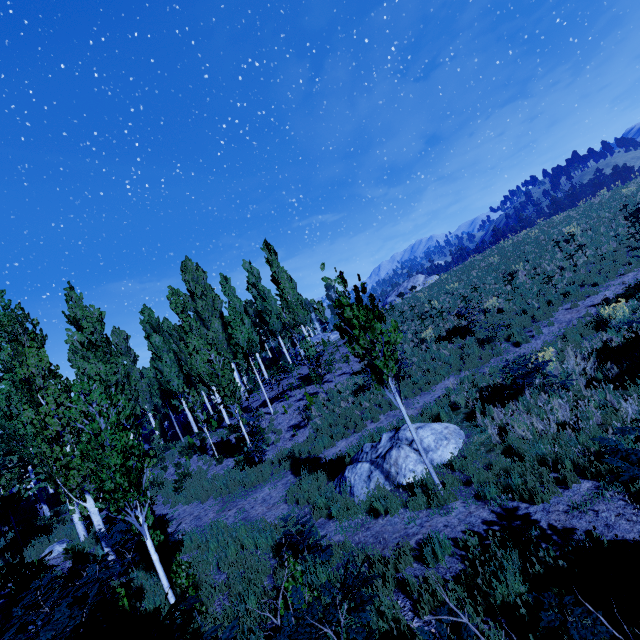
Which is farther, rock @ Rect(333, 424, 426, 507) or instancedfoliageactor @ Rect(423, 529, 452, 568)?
rock @ Rect(333, 424, 426, 507)

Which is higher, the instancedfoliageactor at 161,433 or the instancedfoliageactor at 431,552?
the instancedfoliageactor at 161,433

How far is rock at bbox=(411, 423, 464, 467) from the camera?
7.7 meters

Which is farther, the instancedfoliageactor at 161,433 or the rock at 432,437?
the rock at 432,437

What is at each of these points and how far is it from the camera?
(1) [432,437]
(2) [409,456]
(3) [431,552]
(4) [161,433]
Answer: (1) rock, 8.1m
(2) rock, 7.8m
(3) instancedfoliageactor, 5.1m
(4) instancedfoliageactor, 27.8m

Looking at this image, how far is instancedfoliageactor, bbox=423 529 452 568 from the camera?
5.0 meters

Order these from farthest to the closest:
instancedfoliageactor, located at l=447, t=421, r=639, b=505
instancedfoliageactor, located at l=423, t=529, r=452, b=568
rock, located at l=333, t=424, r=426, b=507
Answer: rock, located at l=333, t=424, r=426, b=507
instancedfoliageactor, located at l=423, t=529, r=452, b=568
instancedfoliageactor, located at l=447, t=421, r=639, b=505
